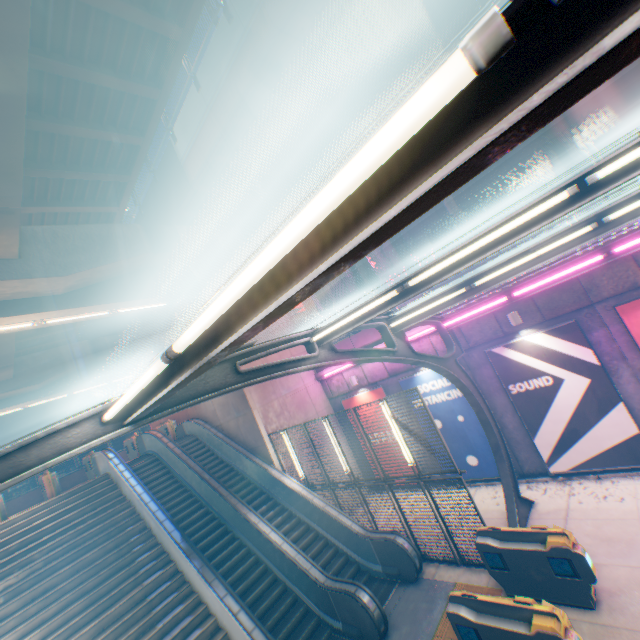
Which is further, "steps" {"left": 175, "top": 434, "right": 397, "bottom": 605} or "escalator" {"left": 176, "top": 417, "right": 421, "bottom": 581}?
"steps" {"left": 175, "top": 434, "right": 397, "bottom": 605}

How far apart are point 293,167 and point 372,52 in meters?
5.0

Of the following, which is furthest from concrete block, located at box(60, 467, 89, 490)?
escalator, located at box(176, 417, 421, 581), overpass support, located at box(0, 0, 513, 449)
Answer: escalator, located at box(176, 417, 421, 581)

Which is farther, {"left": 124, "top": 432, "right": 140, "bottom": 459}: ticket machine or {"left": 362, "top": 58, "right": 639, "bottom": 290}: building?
{"left": 362, "top": 58, "right": 639, "bottom": 290}: building

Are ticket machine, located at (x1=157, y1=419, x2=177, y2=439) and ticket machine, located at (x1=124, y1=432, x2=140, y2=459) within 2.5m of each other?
yes

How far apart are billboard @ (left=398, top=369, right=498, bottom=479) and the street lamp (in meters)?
10.74

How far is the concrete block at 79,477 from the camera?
23.2 meters

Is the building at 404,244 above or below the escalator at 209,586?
above
